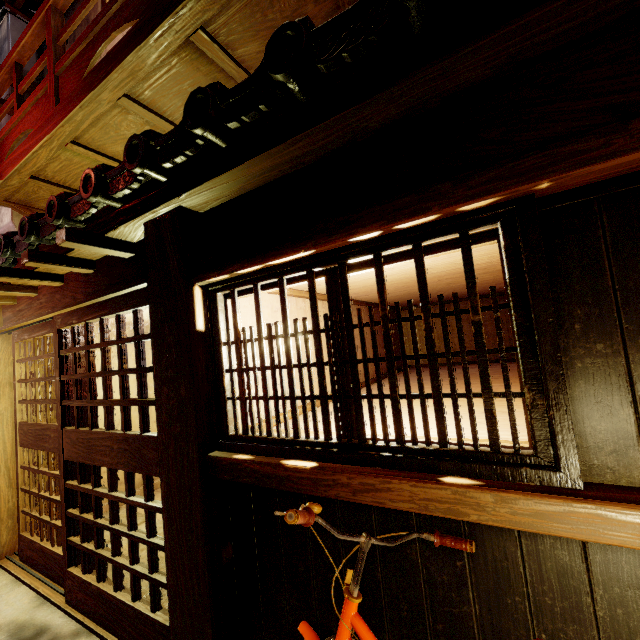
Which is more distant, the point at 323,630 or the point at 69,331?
the point at 69,331

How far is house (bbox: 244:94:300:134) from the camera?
3.03m

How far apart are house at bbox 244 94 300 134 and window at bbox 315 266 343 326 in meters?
1.4 m

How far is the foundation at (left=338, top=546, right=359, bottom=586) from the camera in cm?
306

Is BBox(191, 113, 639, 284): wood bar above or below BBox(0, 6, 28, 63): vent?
below

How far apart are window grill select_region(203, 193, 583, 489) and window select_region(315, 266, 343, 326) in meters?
0.1 m

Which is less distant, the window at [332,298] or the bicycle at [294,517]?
the bicycle at [294,517]

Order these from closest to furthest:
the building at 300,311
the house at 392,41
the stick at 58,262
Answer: the house at 392,41 → the stick at 58,262 → the building at 300,311
